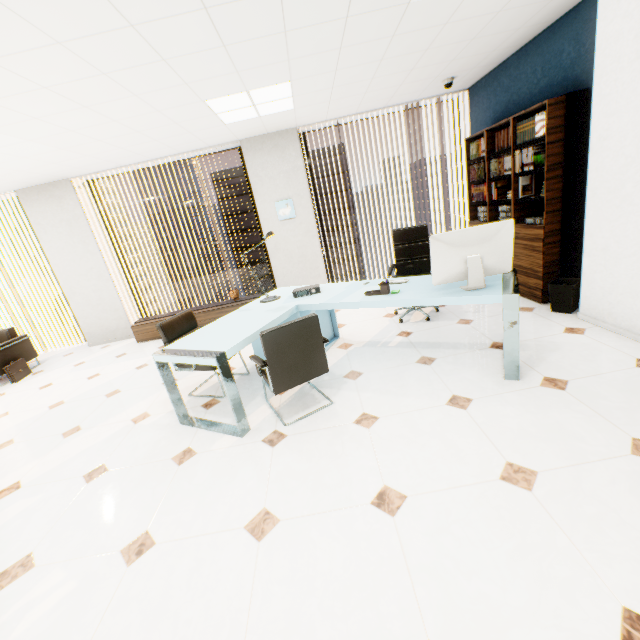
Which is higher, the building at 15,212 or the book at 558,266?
the building at 15,212

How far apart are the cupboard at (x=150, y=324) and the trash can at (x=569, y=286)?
4.3m

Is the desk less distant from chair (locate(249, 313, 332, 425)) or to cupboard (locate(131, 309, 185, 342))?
chair (locate(249, 313, 332, 425))

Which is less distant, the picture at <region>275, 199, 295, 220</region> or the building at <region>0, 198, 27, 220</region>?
the picture at <region>275, 199, 295, 220</region>

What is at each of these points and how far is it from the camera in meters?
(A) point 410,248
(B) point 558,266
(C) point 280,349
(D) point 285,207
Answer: (A) chair, 4.4
(B) book, 3.8
(C) chair, 2.5
(D) picture, 5.8

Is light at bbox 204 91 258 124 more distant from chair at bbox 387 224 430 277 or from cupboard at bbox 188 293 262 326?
cupboard at bbox 188 293 262 326

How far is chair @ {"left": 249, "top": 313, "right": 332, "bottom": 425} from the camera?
2.4 meters

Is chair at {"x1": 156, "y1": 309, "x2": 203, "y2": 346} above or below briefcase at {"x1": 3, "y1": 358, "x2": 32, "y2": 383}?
above
